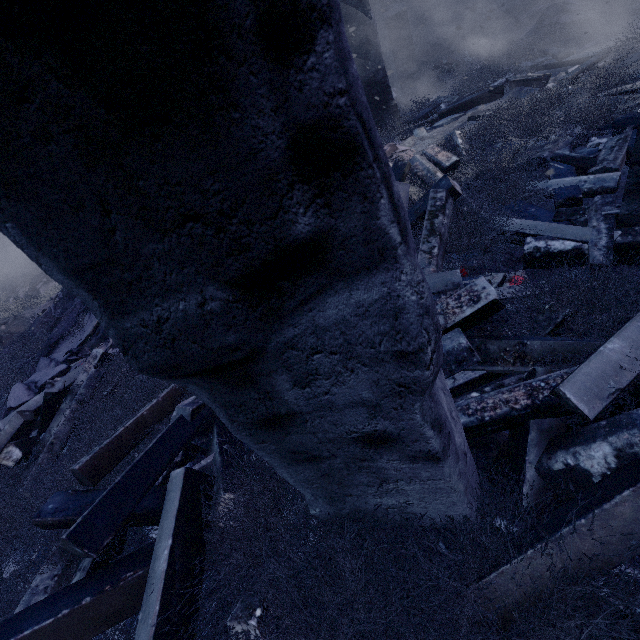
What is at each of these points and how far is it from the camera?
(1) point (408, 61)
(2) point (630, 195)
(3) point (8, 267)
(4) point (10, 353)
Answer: (1) building, 9.4 meters
(2) building, 2.5 meters
(3) building, 17.8 meters
(4) instancedfoliageactor, 6.3 meters

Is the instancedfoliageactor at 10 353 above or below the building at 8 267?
below

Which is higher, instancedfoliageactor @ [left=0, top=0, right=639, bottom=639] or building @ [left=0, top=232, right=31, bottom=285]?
building @ [left=0, top=232, right=31, bottom=285]

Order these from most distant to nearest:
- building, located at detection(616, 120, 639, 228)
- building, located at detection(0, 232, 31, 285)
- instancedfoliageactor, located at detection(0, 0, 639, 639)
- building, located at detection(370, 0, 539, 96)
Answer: building, located at detection(0, 232, 31, 285) → building, located at detection(370, 0, 539, 96) → building, located at detection(616, 120, 639, 228) → instancedfoliageactor, located at detection(0, 0, 639, 639)

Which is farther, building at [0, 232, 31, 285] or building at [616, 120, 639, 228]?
building at [0, 232, 31, 285]

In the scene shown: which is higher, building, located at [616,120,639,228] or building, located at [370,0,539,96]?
building, located at [370,0,539,96]

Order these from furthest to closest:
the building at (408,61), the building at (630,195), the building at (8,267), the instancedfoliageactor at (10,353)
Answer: the building at (8,267) → the building at (408,61) → the building at (630,195) → the instancedfoliageactor at (10,353)

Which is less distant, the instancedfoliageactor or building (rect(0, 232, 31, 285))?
the instancedfoliageactor
